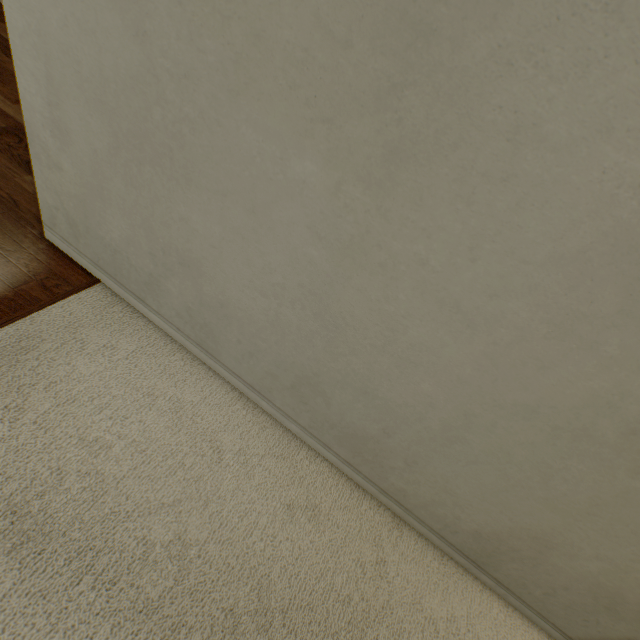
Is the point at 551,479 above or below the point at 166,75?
below
